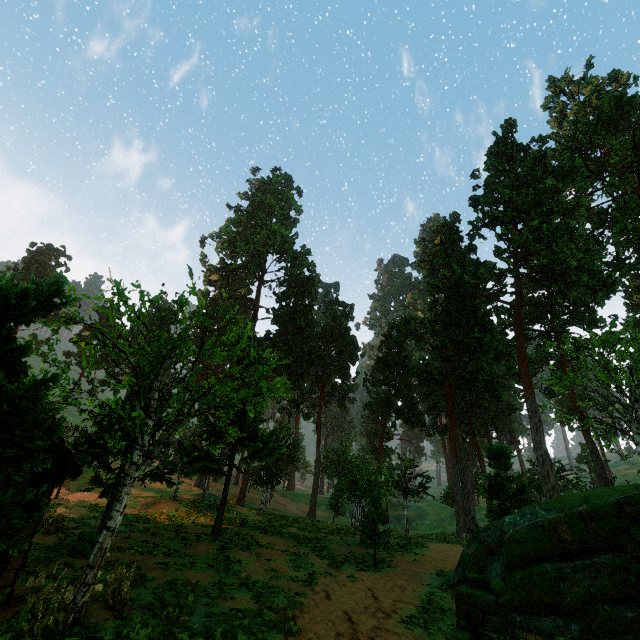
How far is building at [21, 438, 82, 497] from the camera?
9.4 meters

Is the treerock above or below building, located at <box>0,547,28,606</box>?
above

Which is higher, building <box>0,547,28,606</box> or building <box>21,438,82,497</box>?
building <box>21,438,82,497</box>

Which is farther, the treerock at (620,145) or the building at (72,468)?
the building at (72,468)

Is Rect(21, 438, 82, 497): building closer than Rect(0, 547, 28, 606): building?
No

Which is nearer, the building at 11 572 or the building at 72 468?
the building at 11 572

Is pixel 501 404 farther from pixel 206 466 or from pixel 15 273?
pixel 15 273

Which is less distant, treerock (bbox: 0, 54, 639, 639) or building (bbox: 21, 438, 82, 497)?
treerock (bbox: 0, 54, 639, 639)
